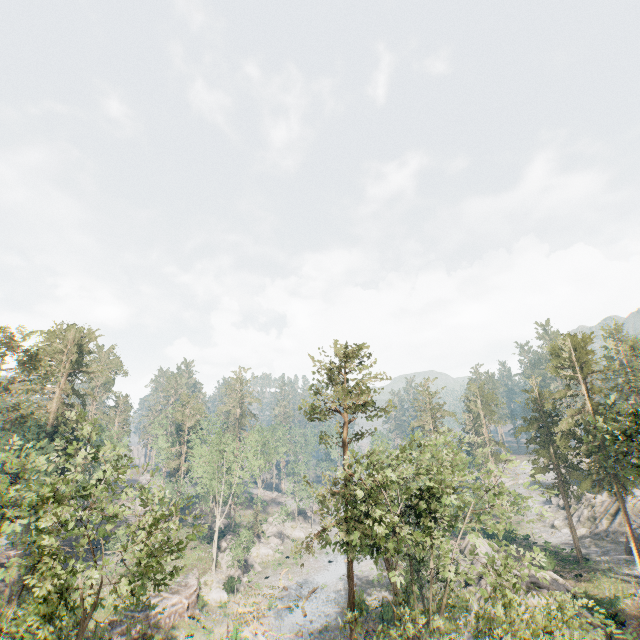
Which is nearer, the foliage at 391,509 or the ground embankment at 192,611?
the foliage at 391,509

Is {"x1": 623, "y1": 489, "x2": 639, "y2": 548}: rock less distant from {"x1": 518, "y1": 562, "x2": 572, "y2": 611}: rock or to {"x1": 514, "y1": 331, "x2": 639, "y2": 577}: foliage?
{"x1": 514, "y1": 331, "x2": 639, "y2": 577}: foliage

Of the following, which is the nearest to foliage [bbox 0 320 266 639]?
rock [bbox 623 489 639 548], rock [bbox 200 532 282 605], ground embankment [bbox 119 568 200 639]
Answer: ground embankment [bbox 119 568 200 639]

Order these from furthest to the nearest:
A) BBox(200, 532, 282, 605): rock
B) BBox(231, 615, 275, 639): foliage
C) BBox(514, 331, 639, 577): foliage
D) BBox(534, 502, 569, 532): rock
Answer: BBox(534, 502, 569, 532): rock < BBox(200, 532, 282, 605): rock < BBox(231, 615, 275, 639): foliage < BBox(514, 331, 639, 577): foliage

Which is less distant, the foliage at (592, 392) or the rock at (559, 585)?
the foliage at (592, 392)

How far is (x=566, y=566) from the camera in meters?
39.7 m

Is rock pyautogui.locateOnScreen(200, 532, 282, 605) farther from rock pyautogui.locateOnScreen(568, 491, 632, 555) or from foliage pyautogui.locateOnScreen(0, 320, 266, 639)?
rock pyautogui.locateOnScreen(568, 491, 632, 555)

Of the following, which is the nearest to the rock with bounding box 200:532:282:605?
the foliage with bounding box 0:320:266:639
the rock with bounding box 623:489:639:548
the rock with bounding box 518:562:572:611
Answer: the foliage with bounding box 0:320:266:639
